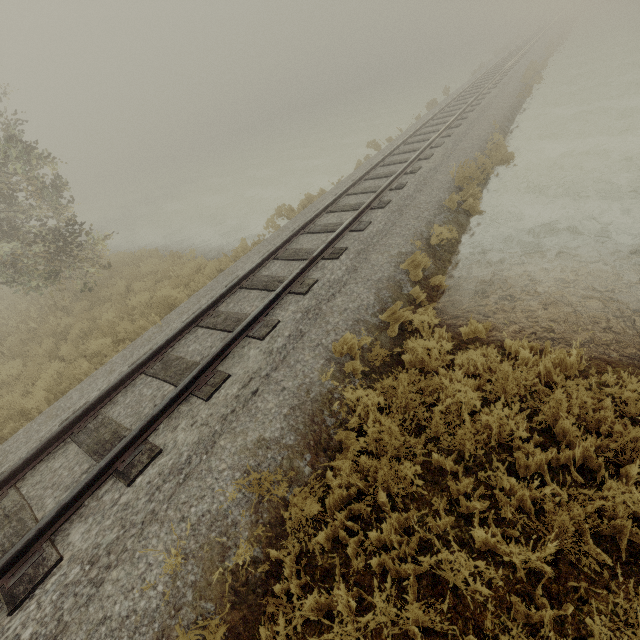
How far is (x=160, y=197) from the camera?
30.03m
